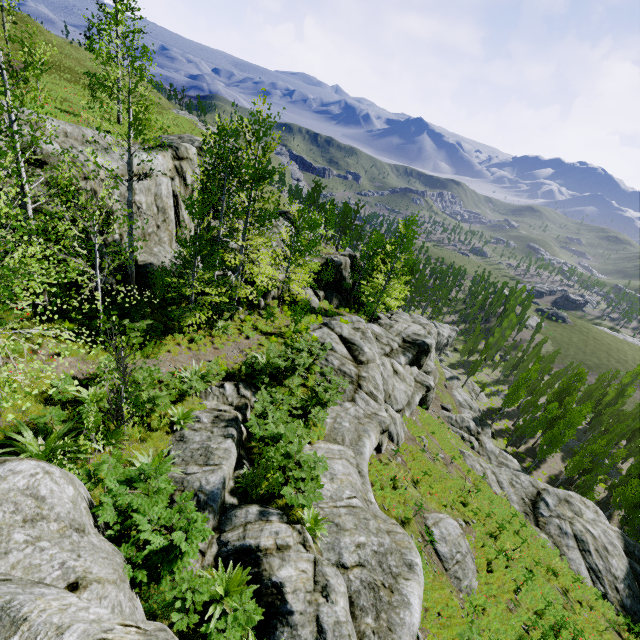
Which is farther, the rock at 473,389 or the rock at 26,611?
the rock at 473,389

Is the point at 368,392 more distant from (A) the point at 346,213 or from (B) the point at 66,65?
(B) the point at 66,65

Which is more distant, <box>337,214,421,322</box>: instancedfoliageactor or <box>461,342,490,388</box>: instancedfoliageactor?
<box>461,342,490,388</box>: instancedfoliageactor

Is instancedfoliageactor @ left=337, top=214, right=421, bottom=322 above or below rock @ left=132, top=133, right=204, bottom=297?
Result: below

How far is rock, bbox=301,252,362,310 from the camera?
32.1 meters

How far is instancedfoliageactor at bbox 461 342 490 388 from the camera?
51.0m

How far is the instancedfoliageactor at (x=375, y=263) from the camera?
29.6 meters
